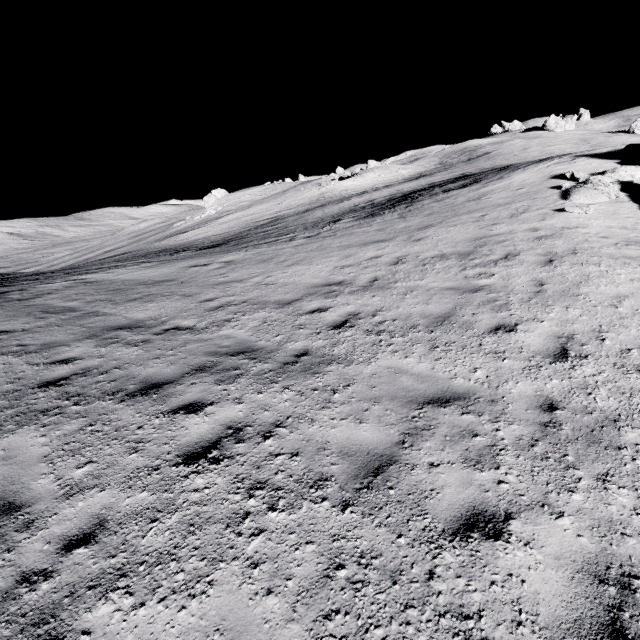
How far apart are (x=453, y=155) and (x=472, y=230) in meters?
49.8

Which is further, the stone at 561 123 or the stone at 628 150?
the stone at 561 123

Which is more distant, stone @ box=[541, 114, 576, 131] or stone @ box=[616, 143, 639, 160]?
Answer: stone @ box=[541, 114, 576, 131]

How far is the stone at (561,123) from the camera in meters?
54.9 m

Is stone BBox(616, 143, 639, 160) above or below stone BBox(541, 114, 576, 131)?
below

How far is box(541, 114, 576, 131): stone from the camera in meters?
54.9 m
